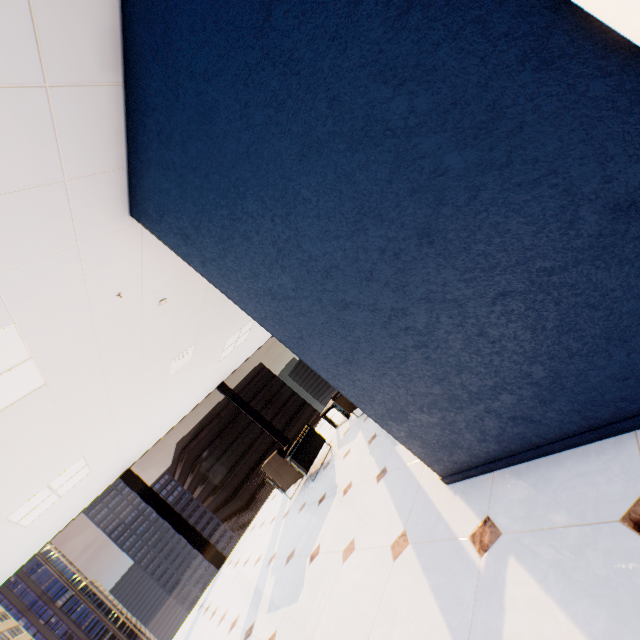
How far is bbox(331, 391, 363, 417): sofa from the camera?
5.61m

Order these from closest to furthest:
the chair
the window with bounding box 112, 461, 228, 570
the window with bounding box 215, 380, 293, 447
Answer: the chair < the window with bounding box 112, 461, 228, 570 < the window with bounding box 215, 380, 293, 447

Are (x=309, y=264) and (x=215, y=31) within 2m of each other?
yes

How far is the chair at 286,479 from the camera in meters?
5.4 m

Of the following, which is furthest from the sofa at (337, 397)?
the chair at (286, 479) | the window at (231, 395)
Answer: the window at (231, 395)

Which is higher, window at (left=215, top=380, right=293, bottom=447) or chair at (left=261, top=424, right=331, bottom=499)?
window at (left=215, top=380, right=293, bottom=447)

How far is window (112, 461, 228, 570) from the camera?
7.0m

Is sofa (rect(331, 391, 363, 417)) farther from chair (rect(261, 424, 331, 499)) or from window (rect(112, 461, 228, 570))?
window (rect(112, 461, 228, 570))
